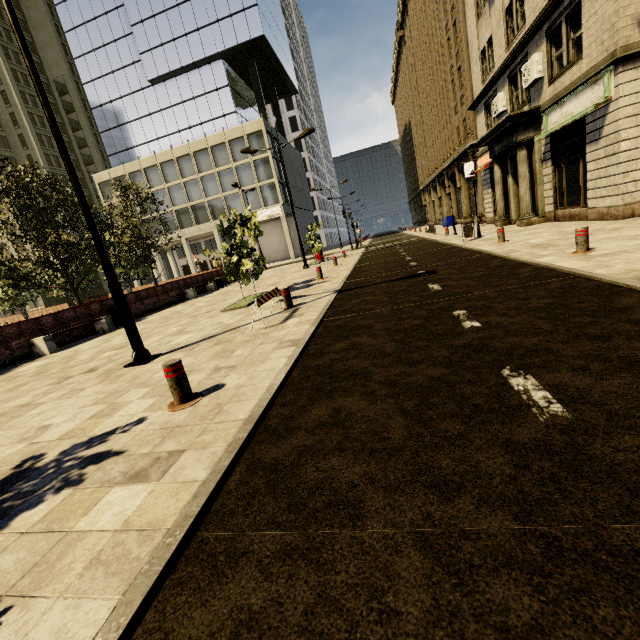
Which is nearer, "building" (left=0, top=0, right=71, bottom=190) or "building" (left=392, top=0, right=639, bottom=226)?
"building" (left=392, top=0, right=639, bottom=226)

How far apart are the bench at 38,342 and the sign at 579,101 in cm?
1855

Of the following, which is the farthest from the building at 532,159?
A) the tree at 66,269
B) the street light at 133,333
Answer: the tree at 66,269

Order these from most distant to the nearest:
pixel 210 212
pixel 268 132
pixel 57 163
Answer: pixel 57 163
pixel 210 212
pixel 268 132

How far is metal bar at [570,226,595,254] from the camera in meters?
7.0 m

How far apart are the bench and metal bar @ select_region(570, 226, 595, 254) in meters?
14.9 m

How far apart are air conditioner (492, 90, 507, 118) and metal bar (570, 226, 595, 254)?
14.10m

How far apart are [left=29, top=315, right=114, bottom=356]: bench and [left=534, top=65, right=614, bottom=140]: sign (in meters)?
18.55
